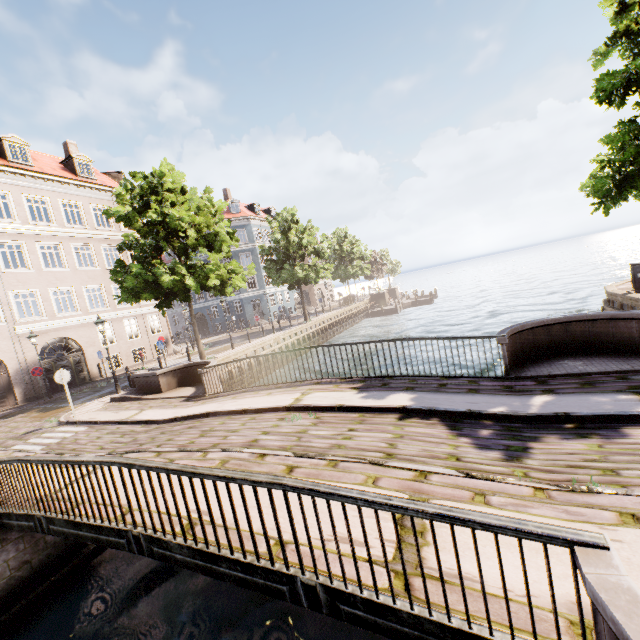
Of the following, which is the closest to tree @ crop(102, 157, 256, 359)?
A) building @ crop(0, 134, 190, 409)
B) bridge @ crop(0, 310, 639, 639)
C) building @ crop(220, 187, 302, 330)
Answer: bridge @ crop(0, 310, 639, 639)

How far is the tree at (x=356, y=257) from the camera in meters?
28.9 m

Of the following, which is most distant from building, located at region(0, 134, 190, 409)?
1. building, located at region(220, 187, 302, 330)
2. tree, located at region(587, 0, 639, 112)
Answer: building, located at region(220, 187, 302, 330)

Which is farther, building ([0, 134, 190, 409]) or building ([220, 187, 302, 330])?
building ([220, 187, 302, 330])

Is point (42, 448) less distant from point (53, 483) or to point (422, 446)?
point (53, 483)

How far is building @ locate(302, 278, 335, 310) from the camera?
52.00m

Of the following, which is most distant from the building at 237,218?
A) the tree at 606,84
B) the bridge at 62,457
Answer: the bridge at 62,457

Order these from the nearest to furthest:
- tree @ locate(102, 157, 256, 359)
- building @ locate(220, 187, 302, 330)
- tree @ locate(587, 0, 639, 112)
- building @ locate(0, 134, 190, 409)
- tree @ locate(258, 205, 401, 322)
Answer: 1. tree @ locate(587, 0, 639, 112)
2. tree @ locate(102, 157, 256, 359)
3. building @ locate(0, 134, 190, 409)
4. tree @ locate(258, 205, 401, 322)
5. building @ locate(220, 187, 302, 330)
